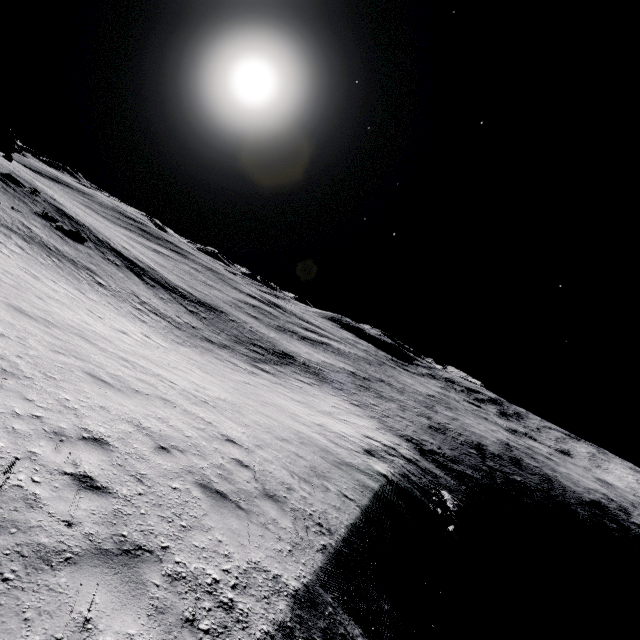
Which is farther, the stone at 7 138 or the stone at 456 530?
the stone at 7 138

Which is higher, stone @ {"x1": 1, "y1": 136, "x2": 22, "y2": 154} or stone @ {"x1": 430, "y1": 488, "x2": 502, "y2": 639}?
stone @ {"x1": 1, "y1": 136, "x2": 22, "y2": 154}

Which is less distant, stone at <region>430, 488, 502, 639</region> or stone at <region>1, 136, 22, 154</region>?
stone at <region>430, 488, 502, 639</region>

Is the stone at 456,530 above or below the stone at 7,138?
below

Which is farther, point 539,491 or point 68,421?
point 539,491
